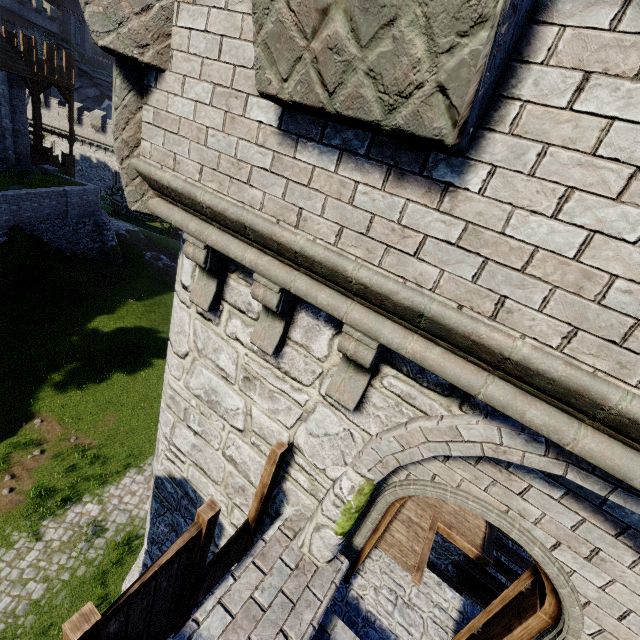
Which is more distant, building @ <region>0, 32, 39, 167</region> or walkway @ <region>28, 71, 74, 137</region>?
walkway @ <region>28, 71, 74, 137</region>

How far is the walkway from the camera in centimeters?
2497cm

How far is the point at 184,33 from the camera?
2.6 meters

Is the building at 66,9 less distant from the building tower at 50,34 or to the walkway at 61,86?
the building tower at 50,34

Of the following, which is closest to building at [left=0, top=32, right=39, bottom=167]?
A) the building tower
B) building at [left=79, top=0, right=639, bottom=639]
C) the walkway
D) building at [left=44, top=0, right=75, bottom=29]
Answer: the walkway

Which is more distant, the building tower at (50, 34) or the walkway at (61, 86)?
the building tower at (50, 34)

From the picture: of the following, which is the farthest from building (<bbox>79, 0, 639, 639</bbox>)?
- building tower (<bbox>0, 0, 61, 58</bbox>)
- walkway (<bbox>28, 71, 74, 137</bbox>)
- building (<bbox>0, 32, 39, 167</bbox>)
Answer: building tower (<bbox>0, 0, 61, 58</bbox>)

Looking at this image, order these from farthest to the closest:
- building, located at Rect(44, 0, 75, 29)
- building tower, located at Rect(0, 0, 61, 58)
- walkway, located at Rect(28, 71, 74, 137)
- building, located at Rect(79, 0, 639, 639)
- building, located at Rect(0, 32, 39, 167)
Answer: building, located at Rect(44, 0, 75, 29)
building tower, located at Rect(0, 0, 61, 58)
walkway, located at Rect(28, 71, 74, 137)
building, located at Rect(0, 32, 39, 167)
building, located at Rect(79, 0, 639, 639)
